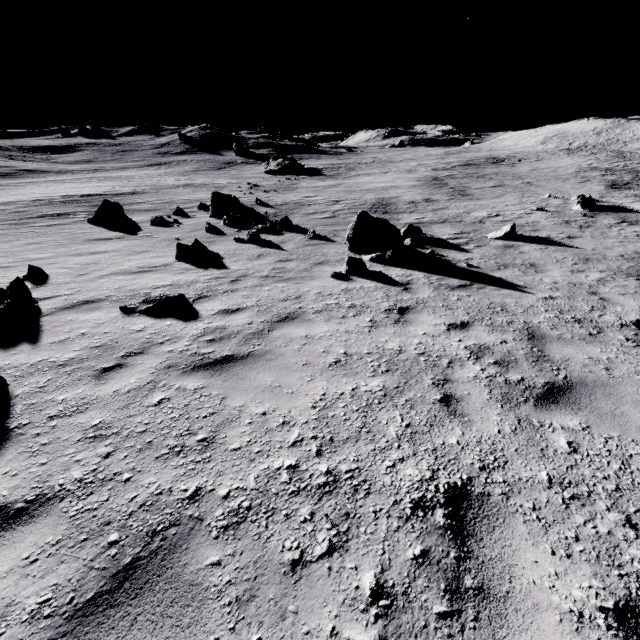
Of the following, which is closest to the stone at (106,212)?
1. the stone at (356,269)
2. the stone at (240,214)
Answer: the stone at (240,214)

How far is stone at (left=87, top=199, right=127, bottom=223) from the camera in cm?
1576

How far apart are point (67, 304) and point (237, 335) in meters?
3.9

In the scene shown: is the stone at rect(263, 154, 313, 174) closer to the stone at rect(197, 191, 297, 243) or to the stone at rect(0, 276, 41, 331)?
the stone at rect(197, 191, 297, 243)

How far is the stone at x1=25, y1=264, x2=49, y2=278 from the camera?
7.9m

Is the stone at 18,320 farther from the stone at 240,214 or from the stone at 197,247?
the stone at 240,214

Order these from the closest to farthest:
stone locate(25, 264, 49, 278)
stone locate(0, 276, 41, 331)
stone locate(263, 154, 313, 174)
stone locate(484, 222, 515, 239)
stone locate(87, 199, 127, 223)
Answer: stone locate(0, 276, 41, 331)
stone locate(25, 264, 49, 278)
stone locate(484, 222, 515, 239)
stone locate(87, 199, 127, 223)
stone locate(263, 154, 313, 174)

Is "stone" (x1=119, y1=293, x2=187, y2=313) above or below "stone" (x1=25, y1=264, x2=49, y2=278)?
above
